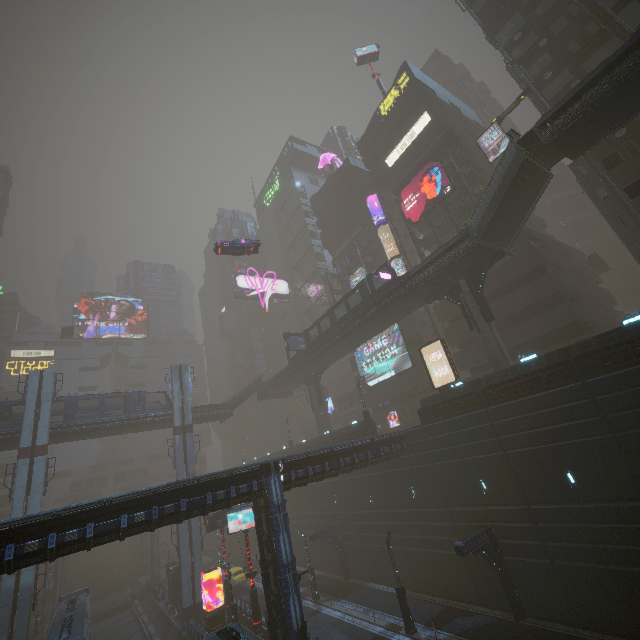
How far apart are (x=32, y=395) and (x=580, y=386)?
47.66m

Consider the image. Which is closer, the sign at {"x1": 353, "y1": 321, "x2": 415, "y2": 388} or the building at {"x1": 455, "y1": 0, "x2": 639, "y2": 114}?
the building at {"x1": 455, "y1": 0, "x2": 639, "y2": 114}

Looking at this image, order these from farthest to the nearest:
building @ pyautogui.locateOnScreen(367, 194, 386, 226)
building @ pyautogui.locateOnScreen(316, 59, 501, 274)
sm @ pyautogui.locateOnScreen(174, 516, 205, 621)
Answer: building @ pyautogui.locateOnScreen(367, 194, 386, 226), building @ pyautogui.locateOnScreen(316, 59, 501, 274), sm @ pyautogui.locateOnScreen(174, 516, 205, 621)

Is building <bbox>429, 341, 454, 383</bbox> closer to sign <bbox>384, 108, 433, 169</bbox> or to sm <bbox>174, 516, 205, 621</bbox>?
sign <bbox>384, 108, 433, 169</bbox>

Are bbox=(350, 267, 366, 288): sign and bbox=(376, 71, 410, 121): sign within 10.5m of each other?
no

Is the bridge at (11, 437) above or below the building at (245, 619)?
above

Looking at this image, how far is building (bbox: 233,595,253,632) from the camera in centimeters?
2691cm

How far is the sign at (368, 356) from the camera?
41.2 meters
